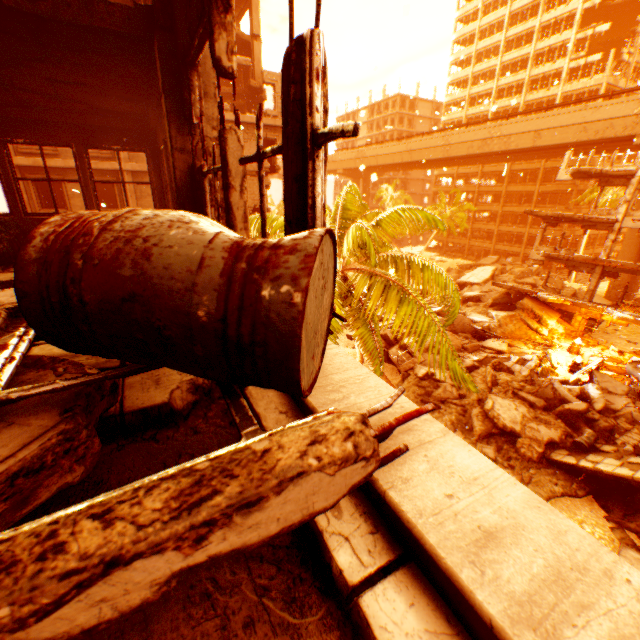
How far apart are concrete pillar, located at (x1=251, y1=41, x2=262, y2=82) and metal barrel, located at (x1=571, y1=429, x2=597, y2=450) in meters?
29.4 m

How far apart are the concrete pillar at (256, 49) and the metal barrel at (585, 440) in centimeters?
2938cm

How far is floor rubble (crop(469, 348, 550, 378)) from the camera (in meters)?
19.17

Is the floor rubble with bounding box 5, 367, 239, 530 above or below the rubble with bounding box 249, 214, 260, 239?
below

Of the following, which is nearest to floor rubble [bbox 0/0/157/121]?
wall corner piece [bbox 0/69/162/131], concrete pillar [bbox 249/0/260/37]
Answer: wall corner piece [bbox 0/69/162/131]

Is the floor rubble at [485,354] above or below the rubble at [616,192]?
below

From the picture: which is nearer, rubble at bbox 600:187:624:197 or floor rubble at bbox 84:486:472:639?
floor rubble at bbox 84:486:472:639

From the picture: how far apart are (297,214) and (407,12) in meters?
22.5
